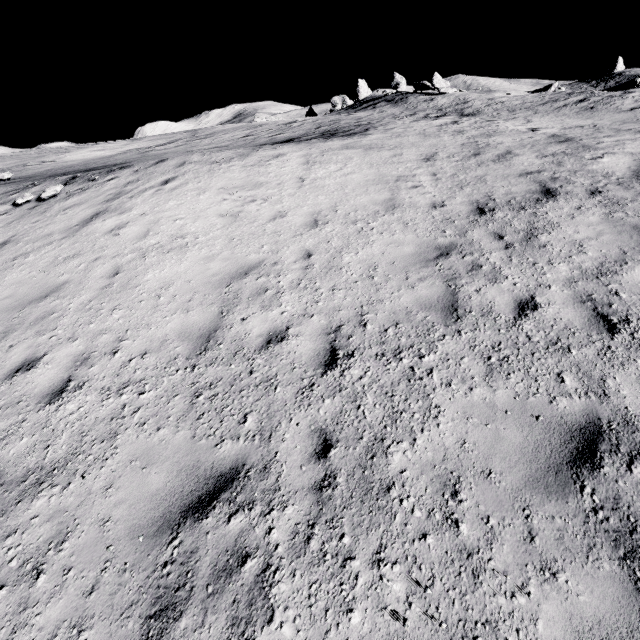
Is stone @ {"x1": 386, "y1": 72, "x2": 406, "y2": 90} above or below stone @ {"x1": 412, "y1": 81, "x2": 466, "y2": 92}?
above

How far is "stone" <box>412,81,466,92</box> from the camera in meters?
31.0

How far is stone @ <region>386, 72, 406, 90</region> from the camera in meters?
54.7

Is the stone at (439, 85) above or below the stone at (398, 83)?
below

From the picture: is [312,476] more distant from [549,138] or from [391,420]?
[549,138]

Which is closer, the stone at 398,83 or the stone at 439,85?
the stone at 439,85

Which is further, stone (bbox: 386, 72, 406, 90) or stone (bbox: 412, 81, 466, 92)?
stone (bbox: 386, 72, 406, 90)
